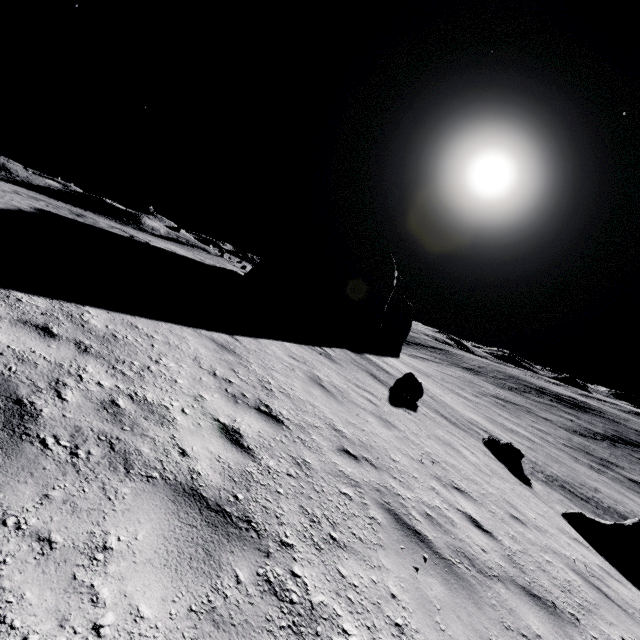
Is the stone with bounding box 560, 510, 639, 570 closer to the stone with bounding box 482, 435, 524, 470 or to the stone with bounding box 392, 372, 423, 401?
the stone with bounding box 482, 435, 524, 470

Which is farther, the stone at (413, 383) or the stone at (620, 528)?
the stone at (413, 383)

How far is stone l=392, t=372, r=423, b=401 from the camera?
12.6 meters

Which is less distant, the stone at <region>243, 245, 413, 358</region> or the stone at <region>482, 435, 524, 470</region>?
the stone at <region>482, 435, 524, 470</region>

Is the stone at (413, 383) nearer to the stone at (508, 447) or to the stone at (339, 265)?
the stone at (508, 447)

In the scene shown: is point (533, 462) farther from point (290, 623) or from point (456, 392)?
point (290, 623)

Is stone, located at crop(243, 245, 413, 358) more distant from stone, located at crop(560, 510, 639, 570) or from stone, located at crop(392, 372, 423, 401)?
stone, located at crop(560, 510, 639, 570)

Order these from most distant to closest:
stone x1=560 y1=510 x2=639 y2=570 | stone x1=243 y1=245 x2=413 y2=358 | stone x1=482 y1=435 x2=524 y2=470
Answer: stone x1=243 y1=245 x2=413 y2=358 < stone x1=482 y1=435 x2=524 y2=470 < stone x1=560 y1=510 x2=639 y2=570
